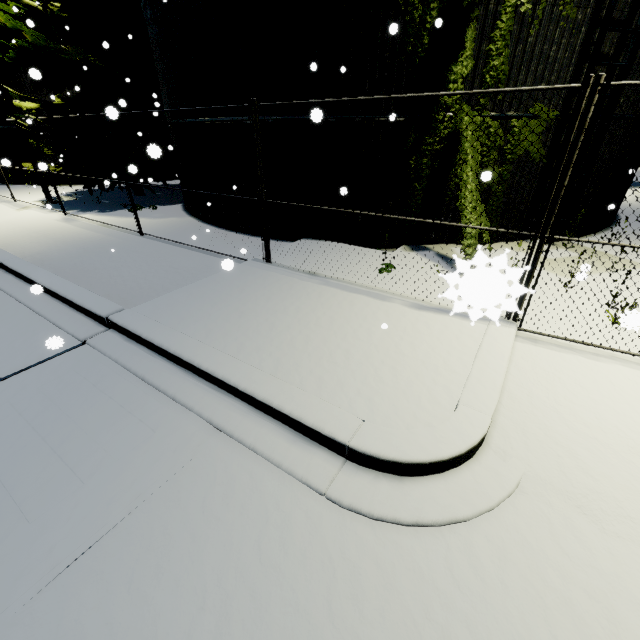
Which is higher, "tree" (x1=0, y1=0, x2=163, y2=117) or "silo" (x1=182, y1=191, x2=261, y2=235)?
"tree" (x1=0, y1=0, x2=163, y2=117)

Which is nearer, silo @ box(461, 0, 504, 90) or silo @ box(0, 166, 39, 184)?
silo @ box(461, 0, 504, 90)

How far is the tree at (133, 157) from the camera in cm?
1247

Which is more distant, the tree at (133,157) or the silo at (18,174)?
the silo at (18,174)

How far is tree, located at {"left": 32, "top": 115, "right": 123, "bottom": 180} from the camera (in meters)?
12.02

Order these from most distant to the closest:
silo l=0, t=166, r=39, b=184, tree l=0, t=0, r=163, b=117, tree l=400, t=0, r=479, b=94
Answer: silo l=0, t=166, r=39, b=184, tree l=0, t=0, r=163, b=117, tree l=400, t=0, r=479, b=94

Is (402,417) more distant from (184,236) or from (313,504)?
(184,236)
